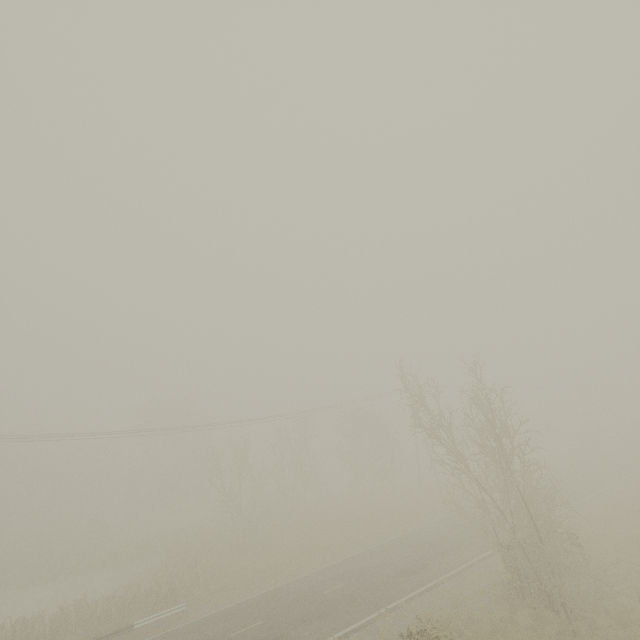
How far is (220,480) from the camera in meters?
28.2
